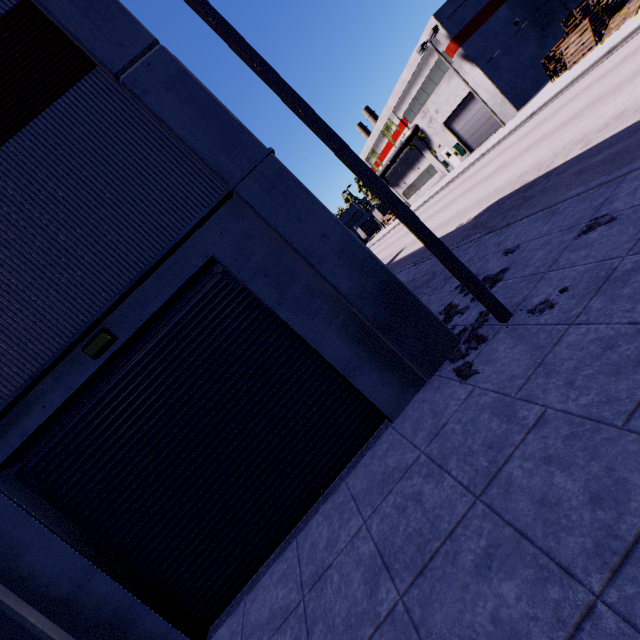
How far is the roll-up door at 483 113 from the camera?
30.64m

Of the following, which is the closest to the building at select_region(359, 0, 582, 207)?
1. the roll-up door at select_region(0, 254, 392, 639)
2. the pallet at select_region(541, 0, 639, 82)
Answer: the roll-up door at select_region(0, 254, 392, 639)

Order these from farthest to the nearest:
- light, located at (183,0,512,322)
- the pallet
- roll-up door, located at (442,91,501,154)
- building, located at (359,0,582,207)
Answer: roll-up door, located at (442,91,501,154) < building, located at (359,0,582,207) < the pallet < light, located at (183,0,512,322)

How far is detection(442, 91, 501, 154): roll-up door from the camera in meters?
30.6

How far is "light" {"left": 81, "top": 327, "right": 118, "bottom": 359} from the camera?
5.1m

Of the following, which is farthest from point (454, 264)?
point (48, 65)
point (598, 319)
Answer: point (48, 65)

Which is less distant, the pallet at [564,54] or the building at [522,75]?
the pallet at [564,54]

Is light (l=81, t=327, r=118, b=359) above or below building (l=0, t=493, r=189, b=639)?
above
